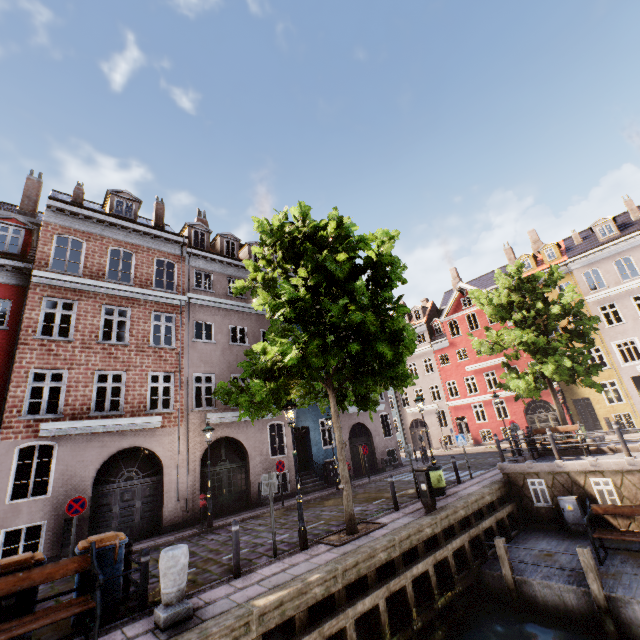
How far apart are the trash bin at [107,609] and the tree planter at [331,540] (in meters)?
4.58

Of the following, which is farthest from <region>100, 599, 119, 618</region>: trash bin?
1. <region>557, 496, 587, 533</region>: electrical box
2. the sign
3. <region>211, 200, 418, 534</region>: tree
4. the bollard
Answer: <region>557, 496, 587, 533</region>: electrical box

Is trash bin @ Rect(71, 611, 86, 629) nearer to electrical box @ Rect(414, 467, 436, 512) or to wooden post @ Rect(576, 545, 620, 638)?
electrical box @ Rect(414, 467, 436, 512)

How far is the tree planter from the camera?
8.4m

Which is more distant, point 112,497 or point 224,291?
point 224,291

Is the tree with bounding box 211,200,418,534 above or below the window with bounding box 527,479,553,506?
above

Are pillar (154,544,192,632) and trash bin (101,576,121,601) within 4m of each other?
yes

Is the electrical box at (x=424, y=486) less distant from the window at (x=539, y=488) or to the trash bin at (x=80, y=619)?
the window at (x=539, y=488)
